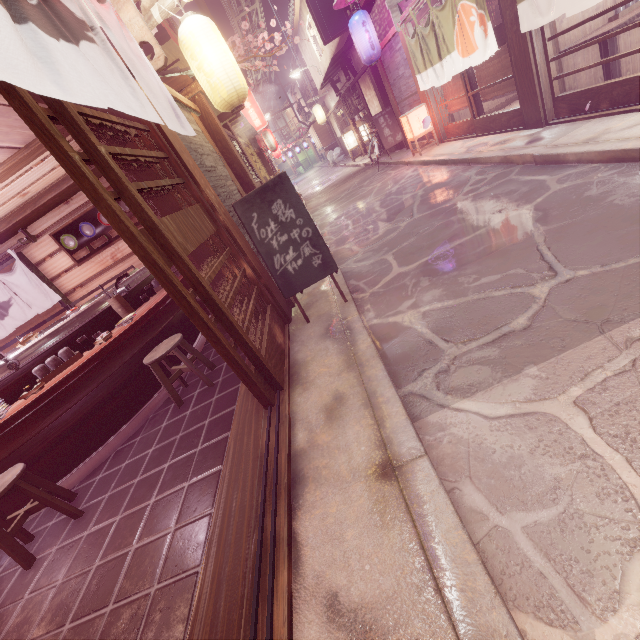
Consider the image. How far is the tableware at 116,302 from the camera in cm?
715

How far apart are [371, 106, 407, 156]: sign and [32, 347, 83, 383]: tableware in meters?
20.1 m

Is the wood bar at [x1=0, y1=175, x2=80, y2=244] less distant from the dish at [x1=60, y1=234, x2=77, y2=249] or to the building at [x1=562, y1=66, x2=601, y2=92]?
the dish at [x1=60, y1=234, x2=77, y2=249]

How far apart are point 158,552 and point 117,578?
0.56m

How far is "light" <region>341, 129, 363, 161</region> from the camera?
30.8m

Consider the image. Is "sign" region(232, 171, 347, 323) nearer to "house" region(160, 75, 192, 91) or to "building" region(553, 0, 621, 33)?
"house" region(160, 75, 192, 91)

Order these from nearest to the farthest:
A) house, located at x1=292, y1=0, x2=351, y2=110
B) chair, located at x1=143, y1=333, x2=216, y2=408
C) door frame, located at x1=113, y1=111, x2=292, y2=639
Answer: door frame, located at x1=113, y1=111, x2=292, y2=639
chair, located at x1=143, y1=333, x2=216, y2=408
house, located at x1=292, y1=0, x2=351, y2=110

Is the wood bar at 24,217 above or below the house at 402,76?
above
